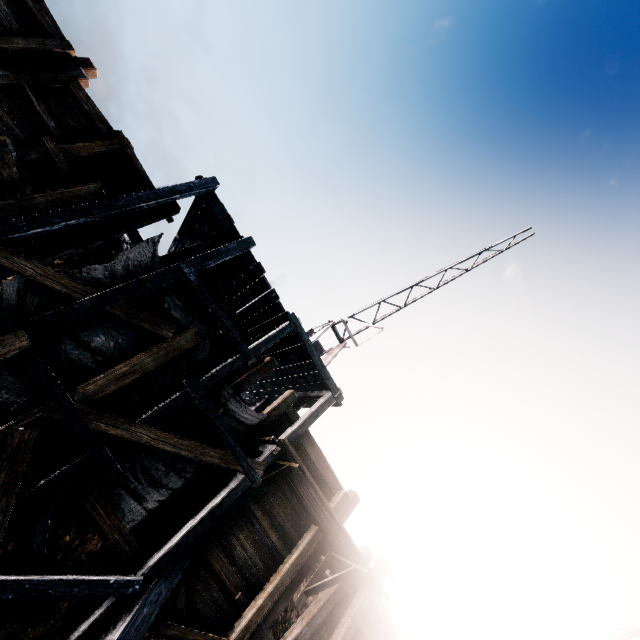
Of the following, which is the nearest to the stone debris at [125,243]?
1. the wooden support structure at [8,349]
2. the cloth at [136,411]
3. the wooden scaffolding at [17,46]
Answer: the wooden scaffolding at [17,46]

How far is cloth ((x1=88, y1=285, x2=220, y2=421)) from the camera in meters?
8.0

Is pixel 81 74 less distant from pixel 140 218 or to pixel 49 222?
pixel 140 218

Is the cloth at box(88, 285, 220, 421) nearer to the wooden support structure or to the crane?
the wooden support structure

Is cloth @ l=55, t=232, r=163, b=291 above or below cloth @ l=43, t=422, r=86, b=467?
above

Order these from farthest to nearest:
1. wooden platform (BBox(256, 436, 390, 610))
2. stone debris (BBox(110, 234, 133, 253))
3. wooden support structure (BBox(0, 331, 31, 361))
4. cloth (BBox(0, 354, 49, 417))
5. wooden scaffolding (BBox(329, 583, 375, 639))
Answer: stone debris (BBox(110, 234, 133, 253))
wooden scaffolding (BBox(329, 583, 375, 639))
wooden platform (BBox(256, 436, 390, 610))
cloth (BBox(0, 354, 49, 417))
wooden support structure (BBox(0, 331, 31, 361))

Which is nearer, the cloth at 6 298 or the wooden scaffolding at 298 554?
the cloth at 6 298

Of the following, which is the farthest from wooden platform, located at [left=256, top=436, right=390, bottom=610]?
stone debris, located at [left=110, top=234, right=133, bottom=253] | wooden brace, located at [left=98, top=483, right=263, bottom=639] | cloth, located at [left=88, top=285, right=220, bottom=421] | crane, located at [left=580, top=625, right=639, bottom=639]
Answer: crane, located at [left=580, top=625, right=639, bottom=639]
